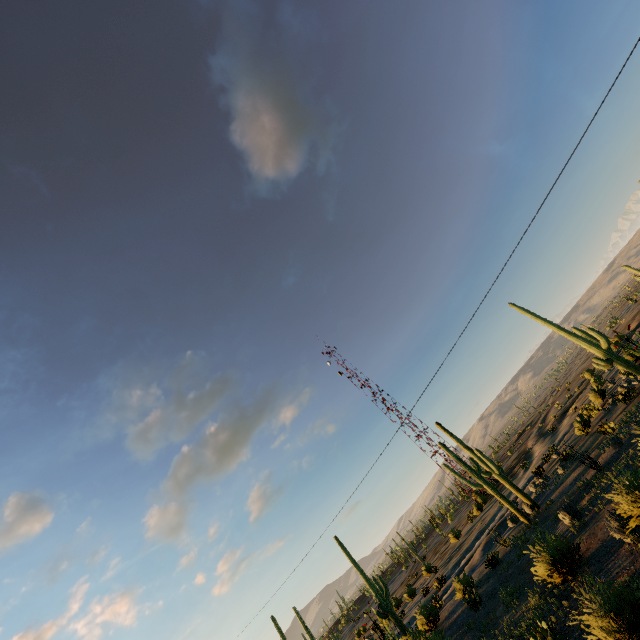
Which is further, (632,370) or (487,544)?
(487,544)

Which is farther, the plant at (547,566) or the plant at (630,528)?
the plant at (547,566)

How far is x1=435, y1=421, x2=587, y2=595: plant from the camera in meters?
13.4

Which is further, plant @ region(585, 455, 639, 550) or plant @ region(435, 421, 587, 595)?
plant @ region(435, 421, 587, 595)

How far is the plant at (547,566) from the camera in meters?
13.4
